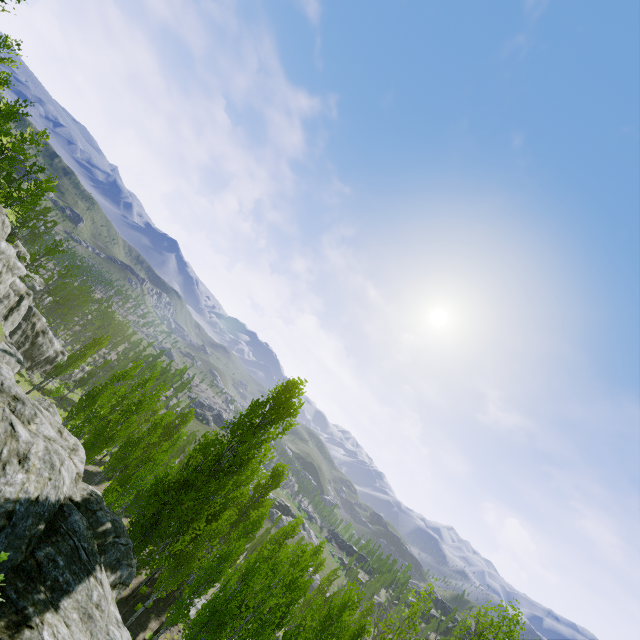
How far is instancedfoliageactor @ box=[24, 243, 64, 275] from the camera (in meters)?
43.66

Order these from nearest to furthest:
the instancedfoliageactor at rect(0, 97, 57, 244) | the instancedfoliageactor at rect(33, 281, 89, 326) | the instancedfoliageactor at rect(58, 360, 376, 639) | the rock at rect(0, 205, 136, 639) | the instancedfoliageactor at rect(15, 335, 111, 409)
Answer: the rock at rect(0, 205, 136, 639), the instancedfoliageactor at rect(58, 360, 376, 639), the instancedfoliageactor at rect(0, 97, 57, 244), the instancedfoliageactor at rect(15, 335, 111, 409), the instancedfoliageactor at rect(33, 281, 89, 326)

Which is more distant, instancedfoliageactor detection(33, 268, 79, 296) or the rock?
instancedfoliageactor detection(33, 268, 79, 296)

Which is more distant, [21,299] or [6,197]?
[21,299]

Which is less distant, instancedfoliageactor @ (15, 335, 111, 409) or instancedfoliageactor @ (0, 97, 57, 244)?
instancedfoliageactor @ (0, 97, 57, 244)

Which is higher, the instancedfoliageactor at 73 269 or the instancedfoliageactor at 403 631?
the instancedfoliageactor at 403 631

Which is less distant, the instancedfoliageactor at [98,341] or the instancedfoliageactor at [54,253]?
the instancedfoliageactor at [98,341]
